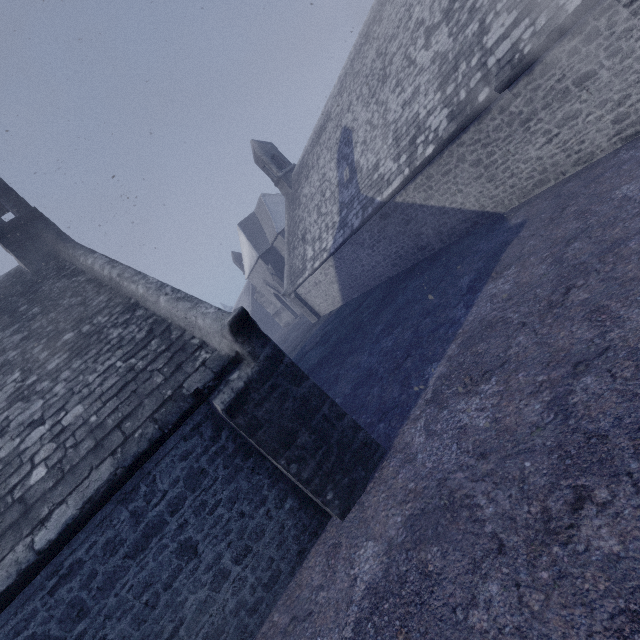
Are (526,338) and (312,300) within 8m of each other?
no
